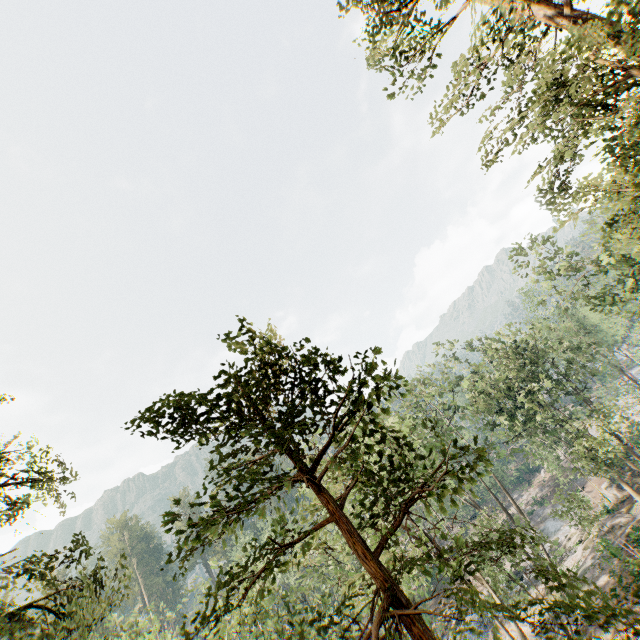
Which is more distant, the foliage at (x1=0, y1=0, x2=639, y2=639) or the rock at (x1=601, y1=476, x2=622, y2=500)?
the rock at (x1=601, y1=476, x2=622, y2=500)

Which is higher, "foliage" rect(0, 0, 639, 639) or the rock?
"foliage" rect(0, 0, 639, 639)

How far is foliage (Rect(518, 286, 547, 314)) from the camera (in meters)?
26.27

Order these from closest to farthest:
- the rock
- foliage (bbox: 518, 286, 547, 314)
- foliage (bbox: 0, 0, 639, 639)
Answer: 1. foliage (bbox: 0, 0, 639, 639)
2. foliage (bbox: 518, 286, 547, 314)
3. the rock

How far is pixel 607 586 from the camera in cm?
2459

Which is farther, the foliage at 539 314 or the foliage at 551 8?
the foliage at 539 314

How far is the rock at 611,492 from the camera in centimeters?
3541cm
